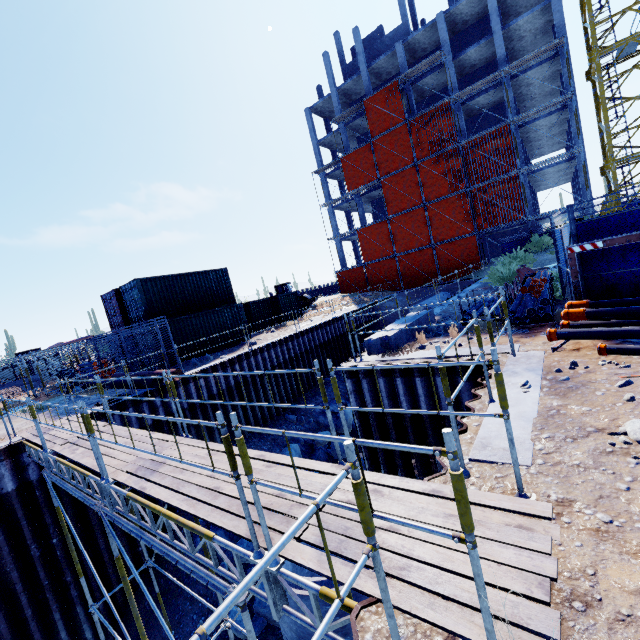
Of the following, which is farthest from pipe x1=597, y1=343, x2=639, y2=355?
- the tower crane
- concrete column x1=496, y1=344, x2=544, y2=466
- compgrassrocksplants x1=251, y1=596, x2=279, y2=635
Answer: the tower crane

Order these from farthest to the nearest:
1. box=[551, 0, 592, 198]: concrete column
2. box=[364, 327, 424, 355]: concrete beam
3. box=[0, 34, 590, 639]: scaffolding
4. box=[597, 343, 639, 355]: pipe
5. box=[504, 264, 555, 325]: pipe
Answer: box=[551, 0, 592, 198]: concrete column, box=[364, 327, 424, 355]: concrete beam, box=[504, 264, 555, 325]: pipe, box=[597, 343, 639, 355]: pipe, box=[0, 34, 590, 639]: scaffolding

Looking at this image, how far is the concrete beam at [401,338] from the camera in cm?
917

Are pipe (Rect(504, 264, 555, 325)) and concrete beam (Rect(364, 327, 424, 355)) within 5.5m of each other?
yes

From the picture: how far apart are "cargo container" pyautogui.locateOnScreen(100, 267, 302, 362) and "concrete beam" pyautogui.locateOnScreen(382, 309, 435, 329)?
13.4 meters

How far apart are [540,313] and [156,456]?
9.4 meters

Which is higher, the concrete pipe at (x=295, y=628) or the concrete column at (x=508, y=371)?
the concrete column at (x=508, y=371)

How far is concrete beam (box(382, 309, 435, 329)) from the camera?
10.3m
